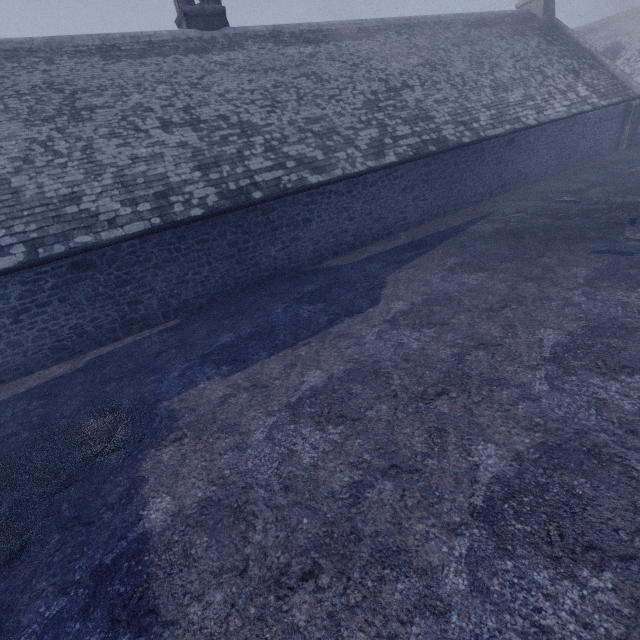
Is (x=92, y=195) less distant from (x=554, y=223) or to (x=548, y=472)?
(x=548, y=472)
